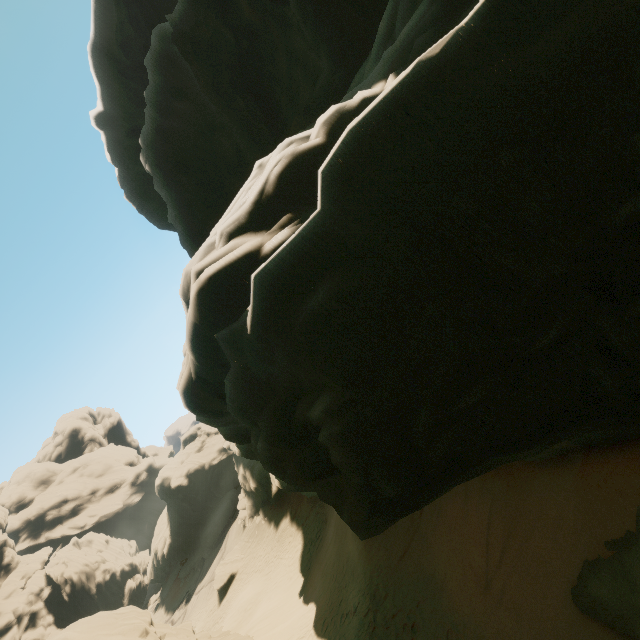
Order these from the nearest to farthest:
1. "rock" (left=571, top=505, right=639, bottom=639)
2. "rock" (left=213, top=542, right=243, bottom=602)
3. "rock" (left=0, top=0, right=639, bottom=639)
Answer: "rock" (left=0, top=0, right=639, bottom=639) < "rock" (left=571, top=505, right=639, bottom=639) < "rock" (left=213, top=542, right=243, bottom=602)

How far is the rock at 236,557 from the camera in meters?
29.3 m

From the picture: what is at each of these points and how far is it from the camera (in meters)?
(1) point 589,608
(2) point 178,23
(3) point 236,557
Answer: (1) rock, 6.03
(2) rock, 18.97
(3) rock, 31.25

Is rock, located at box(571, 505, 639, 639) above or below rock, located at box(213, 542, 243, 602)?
above

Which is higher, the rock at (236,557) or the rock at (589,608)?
the rock at (589,608)

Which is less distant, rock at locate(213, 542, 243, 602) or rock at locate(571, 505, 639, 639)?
rock at locate(571, 505, 639, 639)

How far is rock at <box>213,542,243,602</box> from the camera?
29.33m
